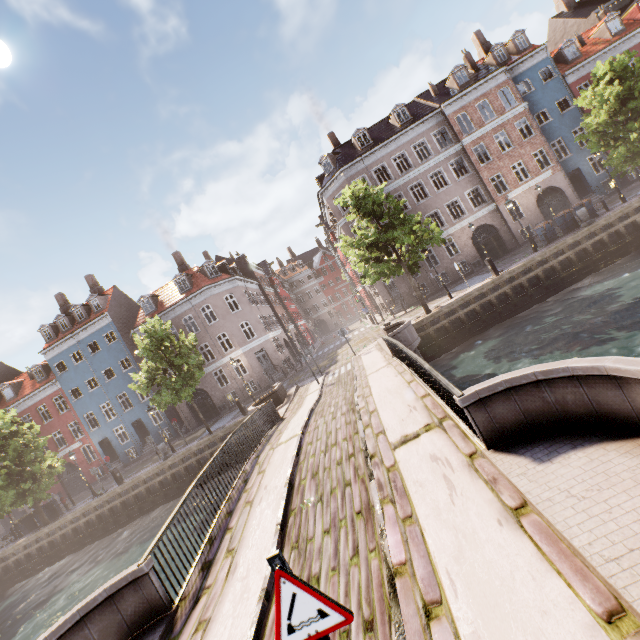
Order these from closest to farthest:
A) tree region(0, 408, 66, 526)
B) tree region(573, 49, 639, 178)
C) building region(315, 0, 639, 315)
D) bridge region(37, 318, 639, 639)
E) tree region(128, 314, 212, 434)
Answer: bridge region(37, 318, 639, 639)
tree region(573, 49, 639, 178)
tree region(128, 314, 212, 434)
tree region(0, 408, 66, 526)
building region(315, 0, 639, 315)

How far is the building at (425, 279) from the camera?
28.72m

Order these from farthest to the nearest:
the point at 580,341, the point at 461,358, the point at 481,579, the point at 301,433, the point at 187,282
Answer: the point at 187,282
the point at 461,358
the point at 580,341
the point at 301,433
the point at 481,579

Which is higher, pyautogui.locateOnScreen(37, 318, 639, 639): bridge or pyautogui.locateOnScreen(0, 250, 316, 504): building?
pyautogui.locateOnScreen(0, 250, 316, 504): building

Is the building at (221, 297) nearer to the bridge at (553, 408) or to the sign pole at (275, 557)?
the bridge at (553, 408)

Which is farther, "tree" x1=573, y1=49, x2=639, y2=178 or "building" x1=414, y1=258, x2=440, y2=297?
"building" x1=414, y1=258, x2=440, y2=297

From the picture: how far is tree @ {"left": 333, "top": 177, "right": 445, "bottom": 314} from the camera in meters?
18.2
